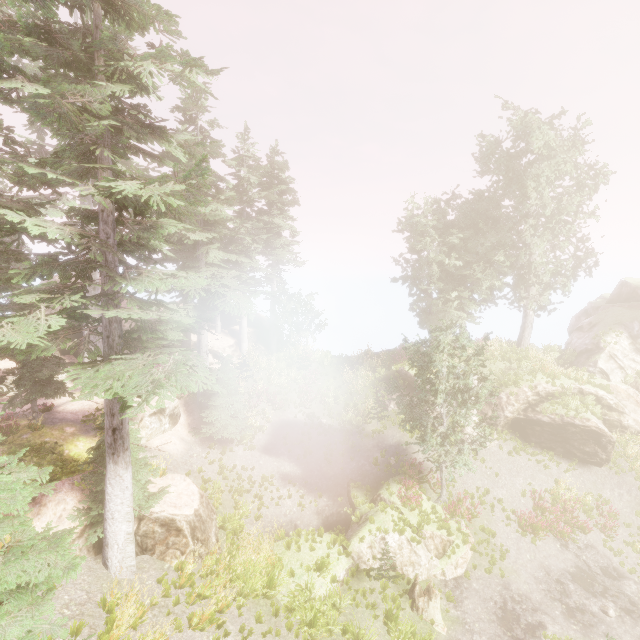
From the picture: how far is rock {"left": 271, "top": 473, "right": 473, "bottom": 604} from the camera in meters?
12.5 m

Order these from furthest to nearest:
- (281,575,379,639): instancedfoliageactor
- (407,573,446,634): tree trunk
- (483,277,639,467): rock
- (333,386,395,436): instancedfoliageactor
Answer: (333,386,395,436): instancedfoliageactor < (483,277,639,467): rock < (407,573,446,634): tree trunk < (281,575,379,639): instancedfoliageactor

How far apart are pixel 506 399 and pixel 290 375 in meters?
15.5 m

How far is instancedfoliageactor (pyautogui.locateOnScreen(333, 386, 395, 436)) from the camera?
21.94m

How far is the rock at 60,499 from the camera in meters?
10.0 m

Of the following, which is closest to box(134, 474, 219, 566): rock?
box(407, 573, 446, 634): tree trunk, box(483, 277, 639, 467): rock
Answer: box(407, 573, 446, 634): tree trunk

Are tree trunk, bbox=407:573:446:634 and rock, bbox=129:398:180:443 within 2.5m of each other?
no

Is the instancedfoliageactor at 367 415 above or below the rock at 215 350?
below
